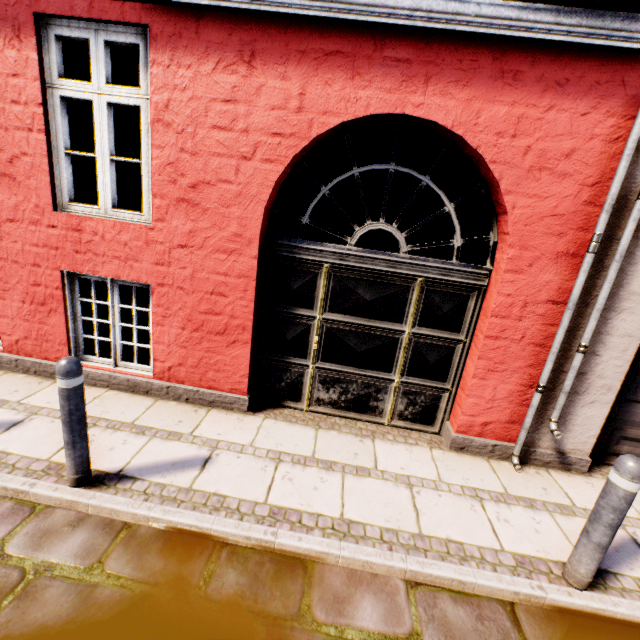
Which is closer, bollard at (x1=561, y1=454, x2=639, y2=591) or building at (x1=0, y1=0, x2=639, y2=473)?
bollard at (x1=561, y1=454, x2=639, y2=591)

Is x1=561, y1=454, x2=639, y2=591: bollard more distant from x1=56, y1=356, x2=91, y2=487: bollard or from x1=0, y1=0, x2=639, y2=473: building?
x1=56, y1=356, x2=91, y2=487: bollard

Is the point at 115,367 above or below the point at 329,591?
above

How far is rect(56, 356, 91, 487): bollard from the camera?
2.3 meters

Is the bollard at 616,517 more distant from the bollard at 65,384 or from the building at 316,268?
Answer: the bollard at 65,384

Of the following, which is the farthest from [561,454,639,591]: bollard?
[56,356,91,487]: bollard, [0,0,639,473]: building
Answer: [56,356,91,487]: bollard

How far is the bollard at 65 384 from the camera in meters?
2.3
